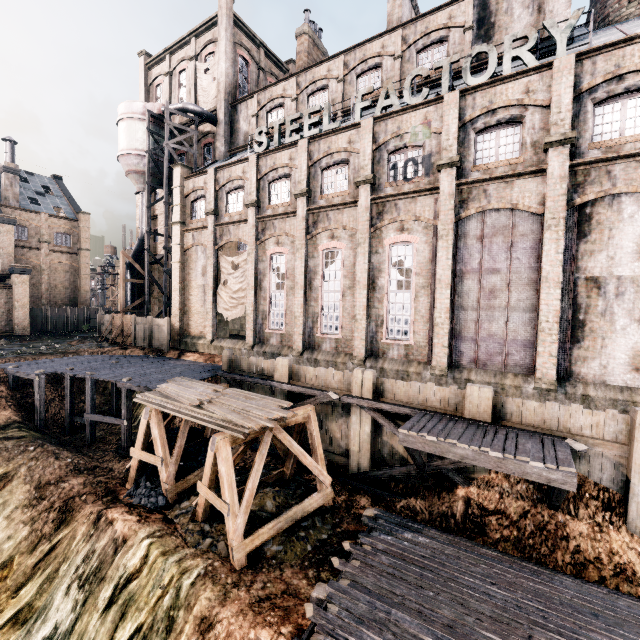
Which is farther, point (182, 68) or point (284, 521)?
point (182, 68)

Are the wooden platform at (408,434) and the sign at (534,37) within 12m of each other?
no

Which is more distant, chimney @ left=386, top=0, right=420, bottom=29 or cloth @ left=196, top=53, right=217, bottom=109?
cloth @ left=196, top=53, right=217, bottom=109

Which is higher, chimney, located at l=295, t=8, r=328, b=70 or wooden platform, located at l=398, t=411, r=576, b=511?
chimney, located at l=295, t=8, r=328, b=70

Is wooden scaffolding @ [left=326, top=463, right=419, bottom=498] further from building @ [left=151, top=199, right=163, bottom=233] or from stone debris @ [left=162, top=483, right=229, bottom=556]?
building @ [left=151, top=199, right=163, bottom=233]

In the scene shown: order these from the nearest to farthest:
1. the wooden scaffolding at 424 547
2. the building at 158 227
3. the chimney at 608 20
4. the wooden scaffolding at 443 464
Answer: the wooden scaffolding at 424 547 < the wooden scaffolding at 443 464 < the chimney at 608 20 < the building at 158 227

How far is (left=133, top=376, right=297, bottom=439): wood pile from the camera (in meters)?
11.28

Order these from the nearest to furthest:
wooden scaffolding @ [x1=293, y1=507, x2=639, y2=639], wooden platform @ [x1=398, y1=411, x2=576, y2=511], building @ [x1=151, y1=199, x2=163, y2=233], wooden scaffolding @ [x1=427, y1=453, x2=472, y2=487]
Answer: wooden scaffolding @ [x1=293, y1=507, x2=639, y2=639]
wooden platform @ [x1=398, y1=411, x2=576, y2=511]
wooden scaffolding @ [x1=427, y1=453, x2=472, y2=487]
building @ [x1=151, y1=199, x2=163, y2=233]
